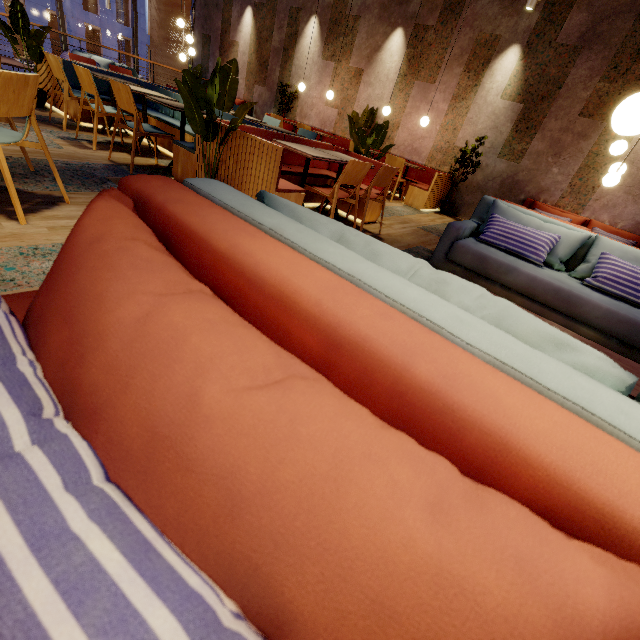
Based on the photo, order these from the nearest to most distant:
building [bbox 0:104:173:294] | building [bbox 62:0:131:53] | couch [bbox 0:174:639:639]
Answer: couch [bbox 0:174:639:639] → building [bbox 0:104:173:294] → building [bbox 62:0:131:53]

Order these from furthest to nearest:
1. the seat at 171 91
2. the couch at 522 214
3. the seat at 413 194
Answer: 1. the seat at 413 194
2. the seat at 171 91
3. the couch at 522 214

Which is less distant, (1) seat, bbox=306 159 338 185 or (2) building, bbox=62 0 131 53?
(1) seat, bbox=306 159 338 185

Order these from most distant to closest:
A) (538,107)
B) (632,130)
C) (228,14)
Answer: (228,14) < (538,107) < (632,130)

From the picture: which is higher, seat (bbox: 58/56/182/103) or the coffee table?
seat (bbox: 58/56/182/103)

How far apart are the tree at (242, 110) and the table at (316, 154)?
0.6m

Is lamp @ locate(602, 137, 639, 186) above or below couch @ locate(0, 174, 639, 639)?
above

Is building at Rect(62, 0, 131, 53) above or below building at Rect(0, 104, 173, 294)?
above
